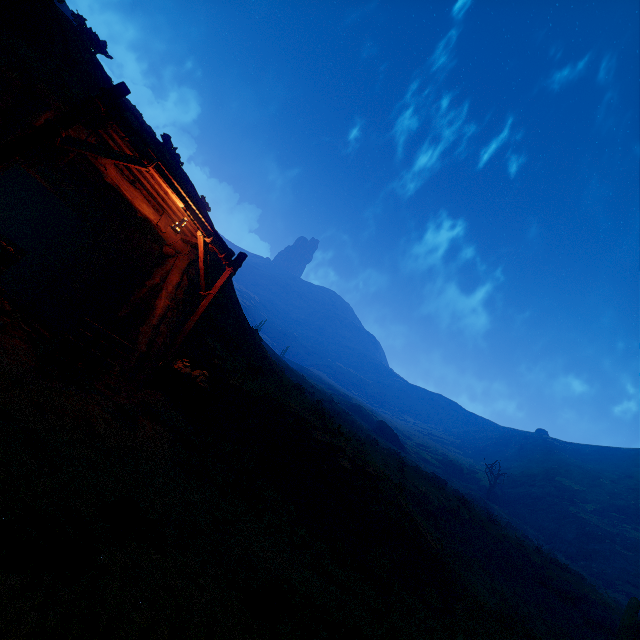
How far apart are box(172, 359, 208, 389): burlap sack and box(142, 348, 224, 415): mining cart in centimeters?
3cm

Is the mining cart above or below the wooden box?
below

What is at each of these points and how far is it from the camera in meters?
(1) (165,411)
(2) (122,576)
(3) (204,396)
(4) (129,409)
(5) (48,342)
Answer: (1) rock, 7.4 m
(2) z, 2.6 m
(3) mining cart, 8.1 m
(4) instancedfoliageactor, 6.3 m
(5) tracks, 5.4 m

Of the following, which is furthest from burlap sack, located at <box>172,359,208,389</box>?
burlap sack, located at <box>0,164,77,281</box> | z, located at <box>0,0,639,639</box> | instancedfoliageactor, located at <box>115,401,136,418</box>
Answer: z, located at <box>0,0,639,639</box>

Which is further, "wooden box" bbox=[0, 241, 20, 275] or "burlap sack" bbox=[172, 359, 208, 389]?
"burlap sack" bbox=[172, 359, 208, 389]

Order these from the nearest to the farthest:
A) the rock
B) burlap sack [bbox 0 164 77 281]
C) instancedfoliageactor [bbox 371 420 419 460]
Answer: the rock
burlap sack [bbox 0 164 77 281]
instancedfoliageactor [bbox 371 420 419 460]

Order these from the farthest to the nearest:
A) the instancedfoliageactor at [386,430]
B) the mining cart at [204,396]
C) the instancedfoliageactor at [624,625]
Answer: the instancedfoliageactor at [386,430], the instancedfoliageactor at [624,625], the mining cart at [204,396]

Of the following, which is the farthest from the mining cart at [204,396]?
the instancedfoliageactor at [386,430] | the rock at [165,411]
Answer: the instancedfoliageactor at [386,430]
